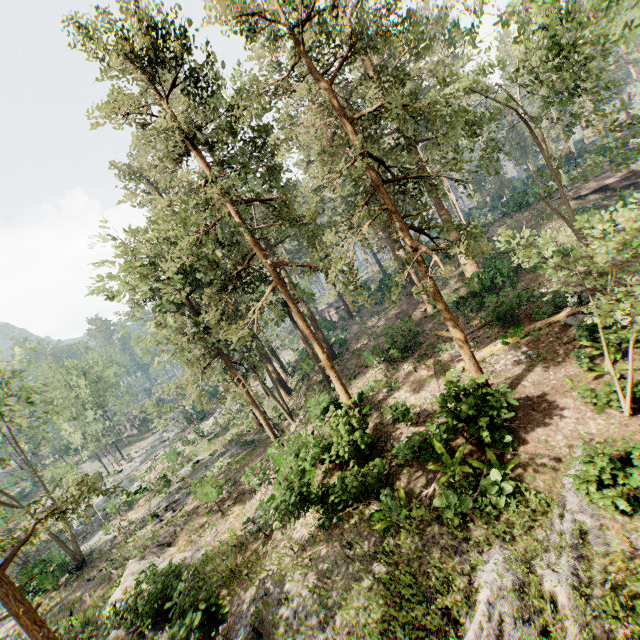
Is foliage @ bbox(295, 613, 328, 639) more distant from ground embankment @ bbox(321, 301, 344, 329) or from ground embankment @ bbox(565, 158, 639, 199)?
ground embankment @ bbox(565, 158, 639, 199)

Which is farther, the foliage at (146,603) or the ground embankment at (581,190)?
the ground embankment at (581,190)

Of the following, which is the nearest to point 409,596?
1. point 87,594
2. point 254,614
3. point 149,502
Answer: point 254,614

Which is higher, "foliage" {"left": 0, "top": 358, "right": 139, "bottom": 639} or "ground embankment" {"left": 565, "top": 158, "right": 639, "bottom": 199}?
"foliage" {"left": 0, "top": 358, "right": 139, "bottom": 639}

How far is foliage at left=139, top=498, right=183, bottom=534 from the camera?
24.8 meters

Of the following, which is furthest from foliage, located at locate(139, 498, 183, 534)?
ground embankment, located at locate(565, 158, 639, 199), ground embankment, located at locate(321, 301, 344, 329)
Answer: ground embankment, located at locate(565, 158, 639, 199)

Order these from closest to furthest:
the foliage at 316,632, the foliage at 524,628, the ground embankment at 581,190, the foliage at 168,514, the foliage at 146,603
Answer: the foliage at 524,628, the foliage at 316,632, the foliage at 146,603, the foliage at 168,514, the ground embankment at 581,190

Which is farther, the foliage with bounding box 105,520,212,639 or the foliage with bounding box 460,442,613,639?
the foliage with bounding box 105,520,212,639
